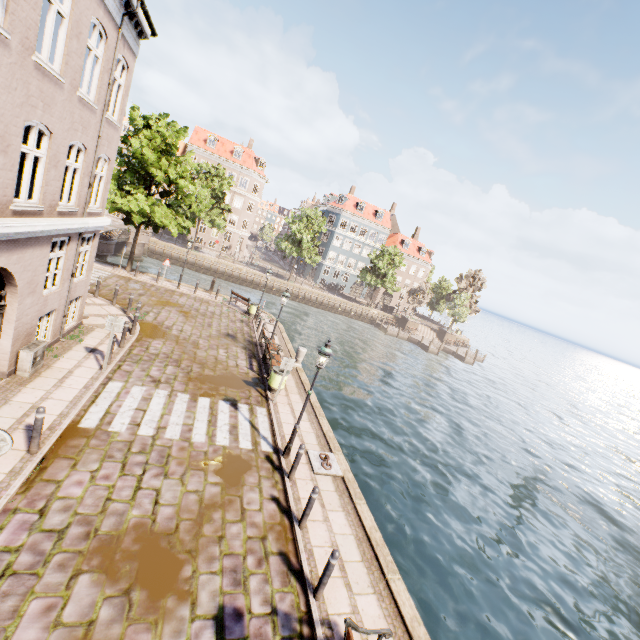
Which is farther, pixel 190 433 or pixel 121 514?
pixel 190 433

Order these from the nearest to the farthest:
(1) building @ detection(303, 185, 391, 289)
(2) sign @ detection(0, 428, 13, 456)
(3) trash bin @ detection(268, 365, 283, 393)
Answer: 1. (2) sign @ detection(0, 428, 13, 456)
2. (3) trash bin @ detection(268, 365, 283, 393)
3. (1) building @ detection(303, 185, 391, 289)

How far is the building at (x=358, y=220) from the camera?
56.8 meters

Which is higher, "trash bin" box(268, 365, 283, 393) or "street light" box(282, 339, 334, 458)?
"street light" box(282, 339, 334, 458)

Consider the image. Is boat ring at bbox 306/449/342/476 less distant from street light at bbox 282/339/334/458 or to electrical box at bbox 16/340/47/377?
street light at bbox 282/339/334/458

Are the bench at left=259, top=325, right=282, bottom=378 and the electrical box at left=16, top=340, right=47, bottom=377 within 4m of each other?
no

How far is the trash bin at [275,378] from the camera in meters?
13.0 m

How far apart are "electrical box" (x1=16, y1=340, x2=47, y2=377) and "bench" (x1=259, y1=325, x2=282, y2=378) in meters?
7.5
